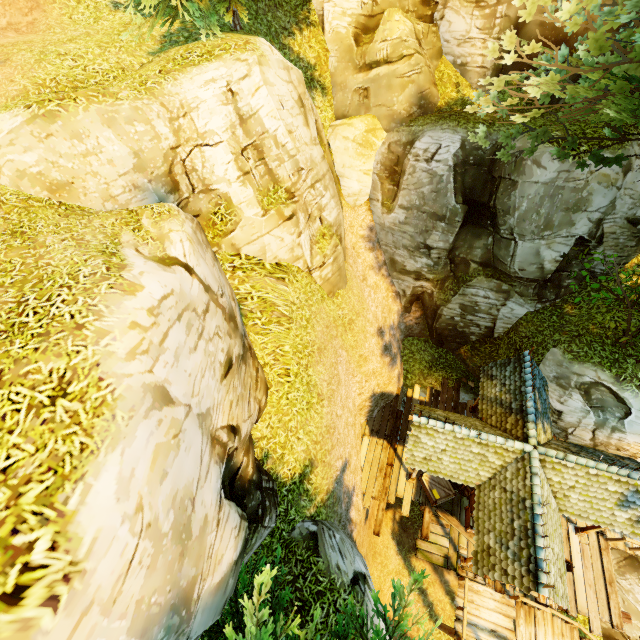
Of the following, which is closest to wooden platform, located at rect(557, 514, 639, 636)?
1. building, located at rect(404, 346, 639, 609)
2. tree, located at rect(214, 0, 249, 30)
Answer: building, located at rect(404, 346, 639, 609)

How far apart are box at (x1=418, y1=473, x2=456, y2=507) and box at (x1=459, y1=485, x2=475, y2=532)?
0.50m

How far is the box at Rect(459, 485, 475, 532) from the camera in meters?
11.8

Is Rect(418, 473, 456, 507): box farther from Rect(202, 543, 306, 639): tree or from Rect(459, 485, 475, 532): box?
Rect(202, 543, 306, 639): tree

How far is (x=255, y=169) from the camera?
8.9m

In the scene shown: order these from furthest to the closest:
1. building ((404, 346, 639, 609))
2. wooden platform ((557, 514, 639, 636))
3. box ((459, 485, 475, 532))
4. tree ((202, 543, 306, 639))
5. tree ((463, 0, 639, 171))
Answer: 1. box ((459, 485, 475, 532))
2. wooden platform ((557, 514, 639, 636))
3. building ((404, 346, 639, 609))
4. tree ((463, 0, 639, 171))
5. tree ((202, 543, 306, 639))

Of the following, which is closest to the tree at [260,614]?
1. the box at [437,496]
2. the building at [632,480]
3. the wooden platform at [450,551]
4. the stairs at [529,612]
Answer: the building at [632,480]

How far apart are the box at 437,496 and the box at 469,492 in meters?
0.5
